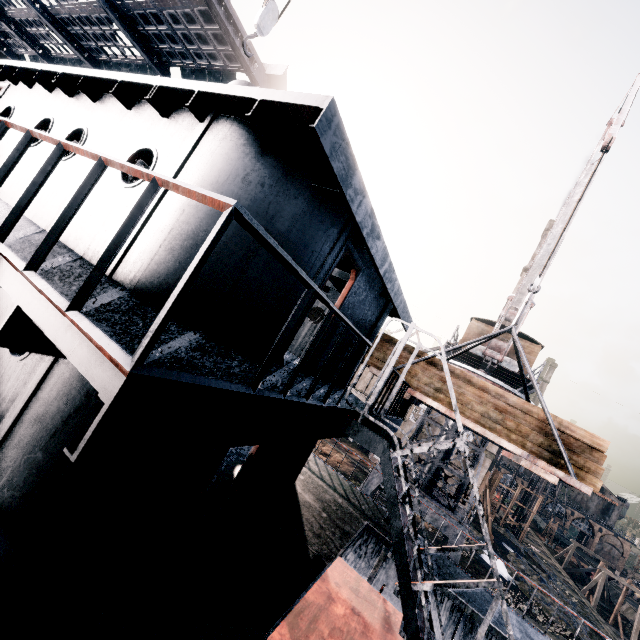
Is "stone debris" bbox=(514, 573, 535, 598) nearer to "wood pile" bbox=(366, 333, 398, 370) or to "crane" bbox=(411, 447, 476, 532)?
"crane" bbox=(411, 447, 476, 532)

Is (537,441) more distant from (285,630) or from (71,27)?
(71,27)

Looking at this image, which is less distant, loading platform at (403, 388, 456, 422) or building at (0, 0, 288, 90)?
loading platform at (403, 388, 456, 422)

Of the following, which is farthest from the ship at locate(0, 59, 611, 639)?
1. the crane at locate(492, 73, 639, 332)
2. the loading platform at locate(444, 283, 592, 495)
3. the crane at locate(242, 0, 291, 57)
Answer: the crane at locate(492, 73, 639, 332)

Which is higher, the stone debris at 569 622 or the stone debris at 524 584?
the stone debris at 524 584

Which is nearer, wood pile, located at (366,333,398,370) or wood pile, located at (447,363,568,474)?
wood pile, located at (447,363,568,474)

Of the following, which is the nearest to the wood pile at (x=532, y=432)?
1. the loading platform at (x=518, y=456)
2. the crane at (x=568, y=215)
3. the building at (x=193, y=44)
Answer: the loading platform at (x=518, y=456)

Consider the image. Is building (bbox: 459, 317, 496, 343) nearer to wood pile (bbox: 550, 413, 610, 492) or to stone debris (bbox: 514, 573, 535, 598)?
wood pile (bbox: 550, 413, 610, 492)
